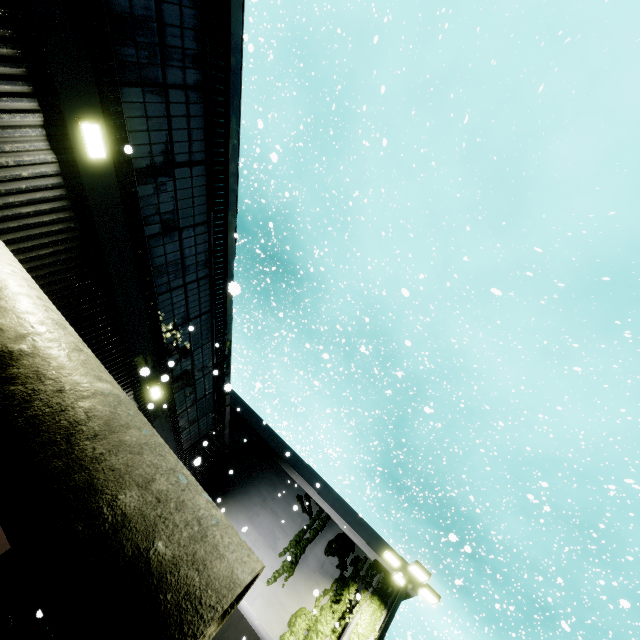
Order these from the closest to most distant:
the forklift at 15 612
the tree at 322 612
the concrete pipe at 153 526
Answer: the concrete pipe at 153 526 < the forklift at 15 612 < the tree at 322 612

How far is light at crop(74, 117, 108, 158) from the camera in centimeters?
425cm

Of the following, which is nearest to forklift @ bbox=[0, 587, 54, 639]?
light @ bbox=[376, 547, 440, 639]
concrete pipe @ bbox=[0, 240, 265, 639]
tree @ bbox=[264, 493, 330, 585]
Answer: concrete pipe @ bbox=[0, 240, 265, 639]

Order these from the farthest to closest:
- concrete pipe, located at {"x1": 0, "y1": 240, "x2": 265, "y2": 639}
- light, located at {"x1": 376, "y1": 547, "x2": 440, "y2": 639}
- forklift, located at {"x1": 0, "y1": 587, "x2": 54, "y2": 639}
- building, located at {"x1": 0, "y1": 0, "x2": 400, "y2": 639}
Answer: light, located at {"x1": 376, "y1": 547, "x2": 440, "y2": 639} < forklift, located at {"x1": 0, "y1": 587, "x2": 54, "y2": 639} < building, located at {"x1": 0, "y1": 0, "x2": 400, "y2": 639} < concrete pipe, located at {"x1": 0, "y1": 240, "x2": 265, "y2": 639}

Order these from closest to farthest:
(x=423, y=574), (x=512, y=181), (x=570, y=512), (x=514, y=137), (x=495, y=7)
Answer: (x=423, y=574), (x=495, y=7), (x=512, y=181), (x=570, y=512), (x=514, y=137)

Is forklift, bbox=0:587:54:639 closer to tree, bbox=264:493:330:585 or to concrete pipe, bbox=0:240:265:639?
concrete pipe, bbox=0:240:265:639

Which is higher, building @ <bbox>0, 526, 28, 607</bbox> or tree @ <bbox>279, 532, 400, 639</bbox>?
tree @ <bbox>279, 532, 400, 639</bbox>

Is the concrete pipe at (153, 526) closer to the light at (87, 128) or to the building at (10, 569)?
the building at (10, 569)
